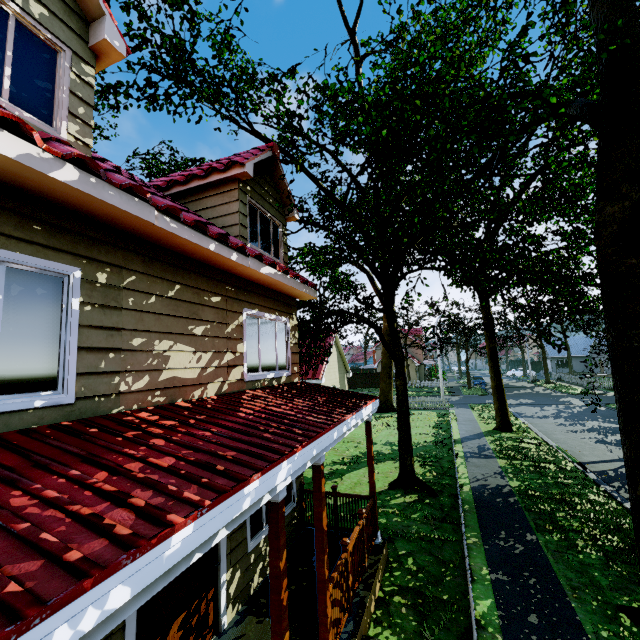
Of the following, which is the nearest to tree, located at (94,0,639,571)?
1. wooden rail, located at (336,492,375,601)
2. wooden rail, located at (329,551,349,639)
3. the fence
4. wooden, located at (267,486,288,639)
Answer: the fence

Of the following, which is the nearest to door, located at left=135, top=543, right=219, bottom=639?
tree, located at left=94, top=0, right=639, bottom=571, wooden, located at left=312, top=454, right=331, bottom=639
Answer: wooden, located at left=312, top=454, right=331, bottom=639

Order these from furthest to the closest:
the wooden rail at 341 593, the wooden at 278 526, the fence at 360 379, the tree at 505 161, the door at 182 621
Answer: the fence at 360 379
the tree at 505 161
the wooden rail at 341 593
the door at 182 621
the wooden at 278 526

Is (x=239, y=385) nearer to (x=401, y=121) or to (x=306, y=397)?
(x=306, y=397)

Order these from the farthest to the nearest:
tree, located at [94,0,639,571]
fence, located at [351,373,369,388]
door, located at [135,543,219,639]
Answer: fence, located at [351,373,369,388] < tree, located at [94,0,639,571] < door, located at [135,543,219,639]

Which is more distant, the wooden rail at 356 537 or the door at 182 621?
the wooden rail at 356 537

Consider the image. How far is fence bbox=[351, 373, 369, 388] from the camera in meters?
48.7 m

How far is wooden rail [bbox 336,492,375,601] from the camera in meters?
5.4
